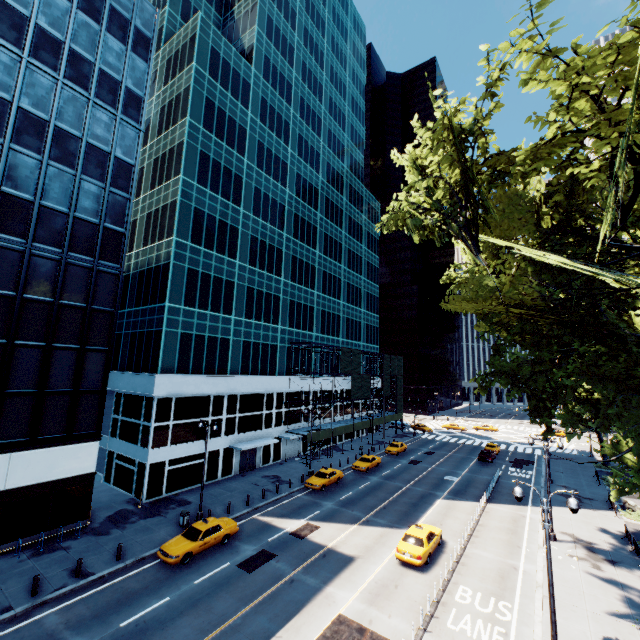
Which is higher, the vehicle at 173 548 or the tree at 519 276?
the tree at 519 276

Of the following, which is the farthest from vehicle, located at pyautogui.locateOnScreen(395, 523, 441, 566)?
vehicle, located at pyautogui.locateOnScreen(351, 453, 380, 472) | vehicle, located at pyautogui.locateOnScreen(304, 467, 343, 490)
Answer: vehicle, located at pyautogui.locateOnScreen(351, 453, 380, 472)

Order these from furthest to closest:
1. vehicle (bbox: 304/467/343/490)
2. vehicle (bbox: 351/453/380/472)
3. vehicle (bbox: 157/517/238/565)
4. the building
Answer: vehicle (bbox: 351/453/380/472) → vehicle (bbox: 304/467/343/490) → the building → vehicle (bbox: 157/517/238/565)

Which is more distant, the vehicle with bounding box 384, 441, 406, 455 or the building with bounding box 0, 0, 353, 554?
the vehicle with bounding box 384, 441, 406, 455

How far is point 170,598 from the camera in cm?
1669

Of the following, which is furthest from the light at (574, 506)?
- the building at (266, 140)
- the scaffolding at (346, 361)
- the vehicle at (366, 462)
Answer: the building at (266, 140)

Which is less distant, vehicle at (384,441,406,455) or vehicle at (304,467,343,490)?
vehicle at (304,467,343,490)

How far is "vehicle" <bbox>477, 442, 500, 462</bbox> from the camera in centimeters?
Answer: 4494cm
